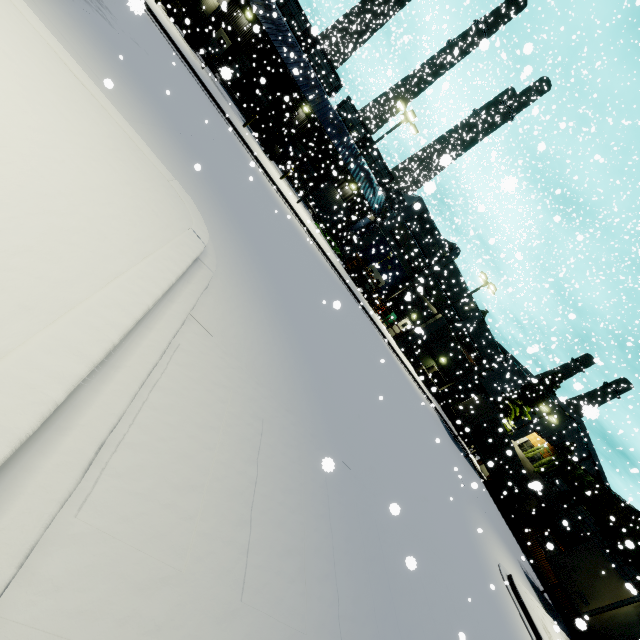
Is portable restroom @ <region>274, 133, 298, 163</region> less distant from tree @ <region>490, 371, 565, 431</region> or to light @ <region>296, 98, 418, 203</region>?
light @ <region>296, 98, 418, 203</region>

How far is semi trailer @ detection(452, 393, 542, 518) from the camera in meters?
26.1

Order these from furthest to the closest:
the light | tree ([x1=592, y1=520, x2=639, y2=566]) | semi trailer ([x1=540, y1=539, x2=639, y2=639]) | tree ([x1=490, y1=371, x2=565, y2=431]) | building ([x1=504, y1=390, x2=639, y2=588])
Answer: tree ([x1=490, y1=371, x2=565, y2=431]) < building ([x1=504, y1=390, x2=639, y2=588]) < tree ([x1=592, y1=520, x2=639, y2=566]) < the light < semi trailer ([x1=540, y1=539, x2=639, y2=639])

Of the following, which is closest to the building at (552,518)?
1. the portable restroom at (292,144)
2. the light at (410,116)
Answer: the portable restroom at (292,144)

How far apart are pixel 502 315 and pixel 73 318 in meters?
29.0 m

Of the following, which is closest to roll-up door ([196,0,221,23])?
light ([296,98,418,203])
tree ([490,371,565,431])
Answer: light ([296,98,418,203])

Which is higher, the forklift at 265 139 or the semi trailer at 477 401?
the semi trailer at 477 401

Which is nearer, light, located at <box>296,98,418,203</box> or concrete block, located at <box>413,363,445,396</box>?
light, located at <box>296,98,418,203</box>
